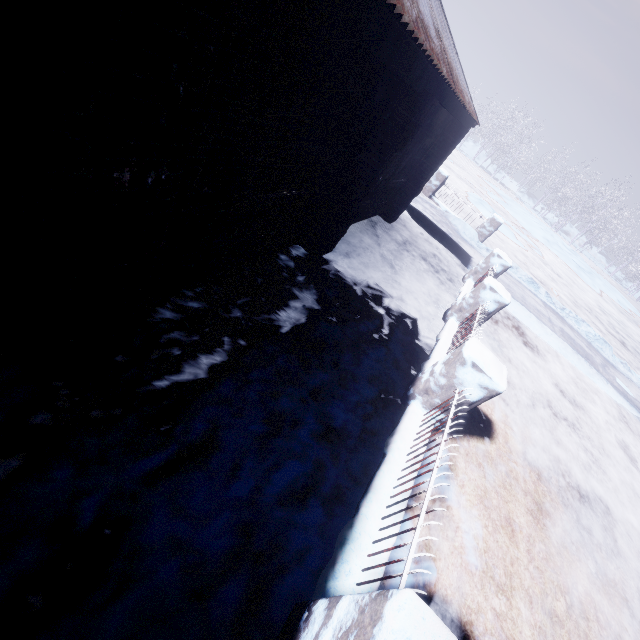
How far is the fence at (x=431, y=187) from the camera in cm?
1082

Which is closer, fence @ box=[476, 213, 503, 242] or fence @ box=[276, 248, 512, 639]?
fence @ box=[276, 248, 512, 639]

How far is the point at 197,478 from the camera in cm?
191

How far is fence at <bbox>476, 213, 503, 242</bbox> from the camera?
10.6 meters

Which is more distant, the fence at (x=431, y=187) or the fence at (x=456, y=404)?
the fence at (x=431, y=187)
